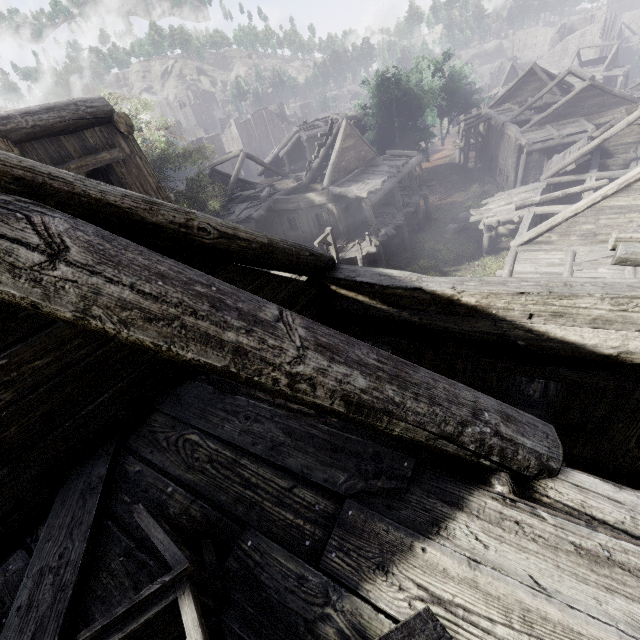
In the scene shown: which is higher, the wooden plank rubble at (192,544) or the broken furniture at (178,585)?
the broken furniture at (178,585)

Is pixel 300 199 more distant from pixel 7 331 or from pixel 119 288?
pixel 119 288

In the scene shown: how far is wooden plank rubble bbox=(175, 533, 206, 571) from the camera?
1.87m

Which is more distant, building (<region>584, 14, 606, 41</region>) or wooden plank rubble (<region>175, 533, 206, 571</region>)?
building (<region>584, 14, 606, 41</region>)

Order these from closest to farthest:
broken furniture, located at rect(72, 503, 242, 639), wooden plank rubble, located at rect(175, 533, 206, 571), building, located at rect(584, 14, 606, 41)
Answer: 1. broken furniture, located at rect(72, 503, 242, 639)
2. wooden plank rubble, located at rect(175, 533, 206, 571)
3. building, located at rect(584, 14, 606, 41)

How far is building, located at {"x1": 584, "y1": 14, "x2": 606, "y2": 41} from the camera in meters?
57.6

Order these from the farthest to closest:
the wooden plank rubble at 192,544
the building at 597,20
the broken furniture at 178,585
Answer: the building at 597,20 → the wooden plank rubble at 192,544 → the broken furniture at 178,585

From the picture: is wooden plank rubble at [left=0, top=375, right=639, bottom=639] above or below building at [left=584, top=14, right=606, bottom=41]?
above
